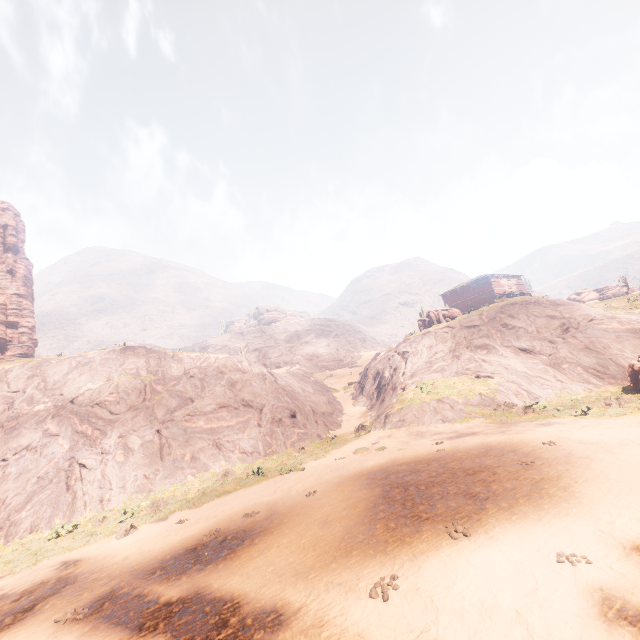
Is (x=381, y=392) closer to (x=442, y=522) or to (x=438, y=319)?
(x=438, y=319)

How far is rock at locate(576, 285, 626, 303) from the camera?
55.2 meters

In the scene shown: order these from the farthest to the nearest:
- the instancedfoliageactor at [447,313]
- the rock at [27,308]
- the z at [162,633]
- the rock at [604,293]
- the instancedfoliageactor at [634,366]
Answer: the rock at [604,293], the rock at [27,308], the instancedfoliageactor at [447,313], the instancedfoliageactor at [634,366], the z at [162,633]

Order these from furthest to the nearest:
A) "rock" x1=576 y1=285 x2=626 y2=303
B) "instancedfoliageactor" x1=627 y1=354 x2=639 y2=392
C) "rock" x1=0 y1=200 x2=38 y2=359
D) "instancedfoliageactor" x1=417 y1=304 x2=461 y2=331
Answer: "rock" x1=576 y1=285 x2=626 y2=303 → "rock" x1=0 y1=200 x2=38 y2=359 → "instancedfoliageactor" x1=417 y1=304 x2=461 y2=331 → "instancedfoliageactor" x1=627 y1=354 x2=639 y2=392

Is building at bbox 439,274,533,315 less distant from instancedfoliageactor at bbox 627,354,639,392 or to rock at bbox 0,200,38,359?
instancedfoliageactor at bbox 627,354,639,392

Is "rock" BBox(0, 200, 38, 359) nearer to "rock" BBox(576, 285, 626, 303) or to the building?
the building

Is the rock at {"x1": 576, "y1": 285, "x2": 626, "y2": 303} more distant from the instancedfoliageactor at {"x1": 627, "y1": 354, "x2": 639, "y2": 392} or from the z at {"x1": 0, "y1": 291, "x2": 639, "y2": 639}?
the instancedfoliageactor at {"x1": 627, "y1": 354, "x2": 639, "y2": 392}

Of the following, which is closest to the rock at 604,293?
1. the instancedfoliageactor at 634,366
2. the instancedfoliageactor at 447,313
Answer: the instancedfoliageactor at 447,313
